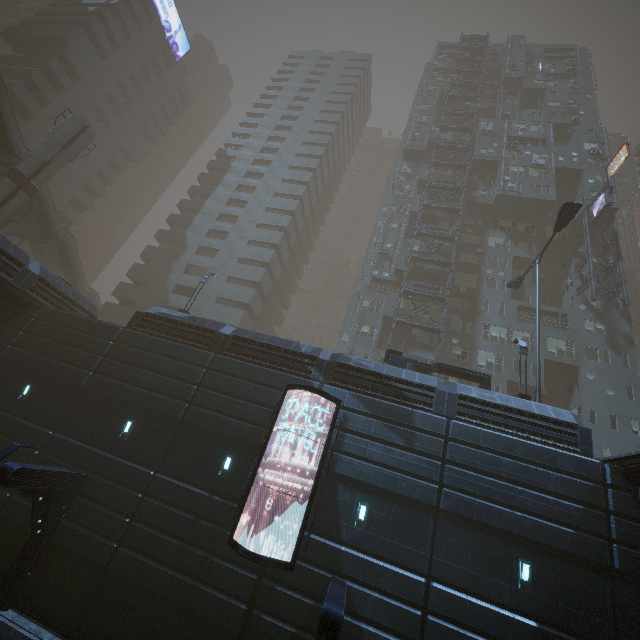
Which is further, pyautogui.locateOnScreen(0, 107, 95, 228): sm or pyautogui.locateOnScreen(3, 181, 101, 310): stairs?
pyautogui.locateOnScreen(3, 181, 101, 310): stairs

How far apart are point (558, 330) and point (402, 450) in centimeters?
2619cm

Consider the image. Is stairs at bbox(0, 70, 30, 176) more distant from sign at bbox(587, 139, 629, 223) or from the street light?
sign at bbox(587, 139, 629, 223)

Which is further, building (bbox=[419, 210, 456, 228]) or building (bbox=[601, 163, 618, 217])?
building (bbox=[419, 210, 456, 228])

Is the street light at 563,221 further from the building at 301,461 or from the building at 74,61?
the building at 74,61

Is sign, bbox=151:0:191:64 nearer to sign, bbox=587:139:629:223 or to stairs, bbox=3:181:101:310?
stairs, bbox=3:181:101:310

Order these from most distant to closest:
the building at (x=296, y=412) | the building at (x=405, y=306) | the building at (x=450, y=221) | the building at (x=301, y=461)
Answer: the building at (x=450, y=221) → the building at (x=405, y=306) → the building at (x=296, y=412) → the building at (x=301, y=461)

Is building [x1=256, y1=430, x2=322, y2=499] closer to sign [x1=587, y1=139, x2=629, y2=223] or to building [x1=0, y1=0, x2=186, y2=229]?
sign [x1=587, y1=139, x2=629, y2=223]
